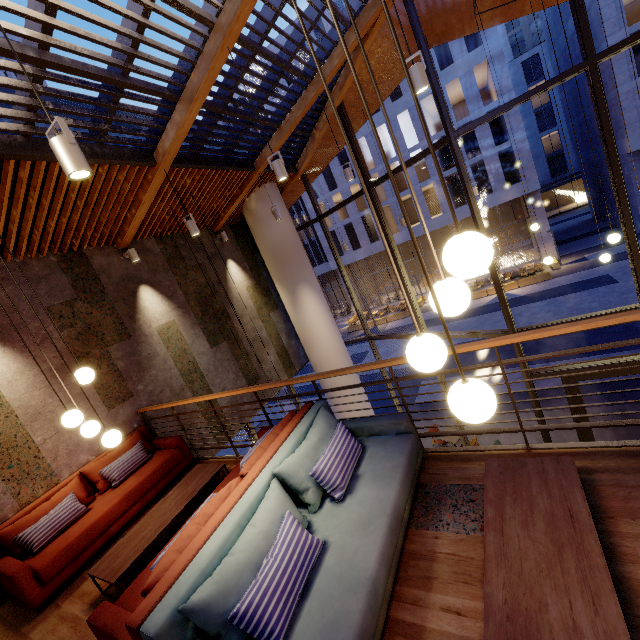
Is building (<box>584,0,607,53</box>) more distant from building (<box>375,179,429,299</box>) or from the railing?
the railing

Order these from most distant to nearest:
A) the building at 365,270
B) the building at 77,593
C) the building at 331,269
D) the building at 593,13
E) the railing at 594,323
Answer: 1. the building at 331,269
2. the building at 365,270
3. the building at 593,13
4. the building at 77,593
5. the railing at 594,323

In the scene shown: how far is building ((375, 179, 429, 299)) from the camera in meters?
29.2

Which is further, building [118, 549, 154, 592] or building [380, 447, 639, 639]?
building [118, 549, 154, 592]

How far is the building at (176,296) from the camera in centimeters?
534cm

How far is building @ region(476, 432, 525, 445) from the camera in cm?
995

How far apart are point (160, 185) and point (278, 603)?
6.22m
